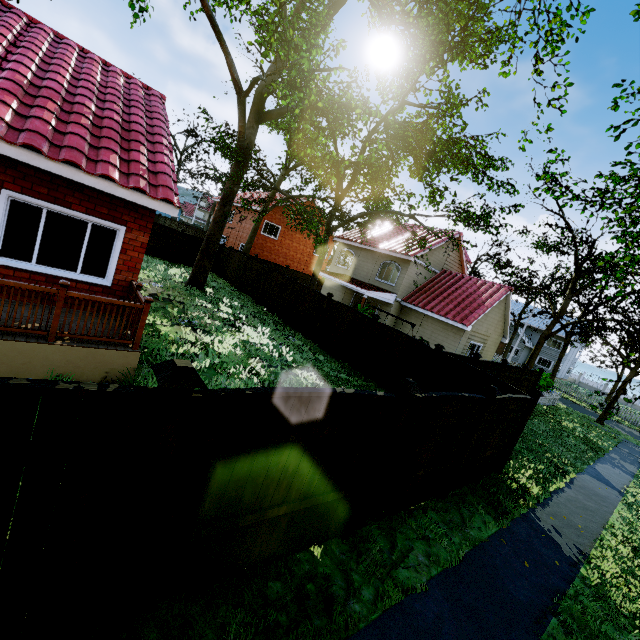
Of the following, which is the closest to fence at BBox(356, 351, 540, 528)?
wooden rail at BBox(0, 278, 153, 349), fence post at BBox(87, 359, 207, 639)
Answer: fence post at BBox(87, 359, 207, 639)

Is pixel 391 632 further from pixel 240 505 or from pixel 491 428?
pixel 491 428

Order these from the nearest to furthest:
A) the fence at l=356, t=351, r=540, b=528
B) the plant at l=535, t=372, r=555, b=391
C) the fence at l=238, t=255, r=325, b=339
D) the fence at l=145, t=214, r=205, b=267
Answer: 1. the fence at l=356, t=351, r=540, b=528
2. the fence at l=238, t=255, r=325, b=339
3. the fence at l=145, t=214, r=205, b=267
4. the plant at l=535, t=372, r=555, b=391

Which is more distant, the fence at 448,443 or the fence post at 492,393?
the fence post at 492,393

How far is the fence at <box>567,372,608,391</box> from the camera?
49.8 meters

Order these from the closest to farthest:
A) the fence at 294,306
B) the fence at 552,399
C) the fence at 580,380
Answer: the fence at 294,306 → the fence at 552,399 → the fence at 580,380

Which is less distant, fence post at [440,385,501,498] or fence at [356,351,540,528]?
fence at [356,351,540,528]

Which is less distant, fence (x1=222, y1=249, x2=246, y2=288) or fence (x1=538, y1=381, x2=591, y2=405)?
fence (x1=538, y1=381, x2=591, y2=405)
